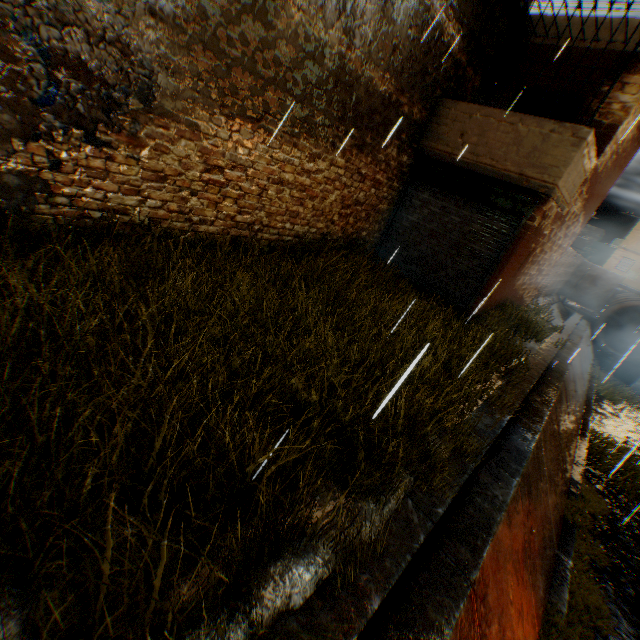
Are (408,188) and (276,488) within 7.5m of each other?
no

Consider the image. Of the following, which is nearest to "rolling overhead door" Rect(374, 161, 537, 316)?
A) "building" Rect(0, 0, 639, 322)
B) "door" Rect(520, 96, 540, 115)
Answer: "building" Rect(0, 0, 639, 322)

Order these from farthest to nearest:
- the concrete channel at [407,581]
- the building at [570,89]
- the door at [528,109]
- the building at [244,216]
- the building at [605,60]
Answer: the door at [528,109]
the building at [570,89]
the building at [605,60]
the building at [244,216]
the concrete channel at [407,581]

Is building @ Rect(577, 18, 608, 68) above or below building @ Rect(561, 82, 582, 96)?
above

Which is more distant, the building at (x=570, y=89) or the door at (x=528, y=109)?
the door at (x=528, y=109)

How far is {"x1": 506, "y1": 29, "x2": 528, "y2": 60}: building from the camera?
9.0m

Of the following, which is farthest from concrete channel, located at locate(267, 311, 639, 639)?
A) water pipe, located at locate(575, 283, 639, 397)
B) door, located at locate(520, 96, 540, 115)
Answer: door, located at locate(520, 96, 540, 115)

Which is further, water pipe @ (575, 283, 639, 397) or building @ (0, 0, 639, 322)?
water pipe @ (575, 283, 639, 397)
